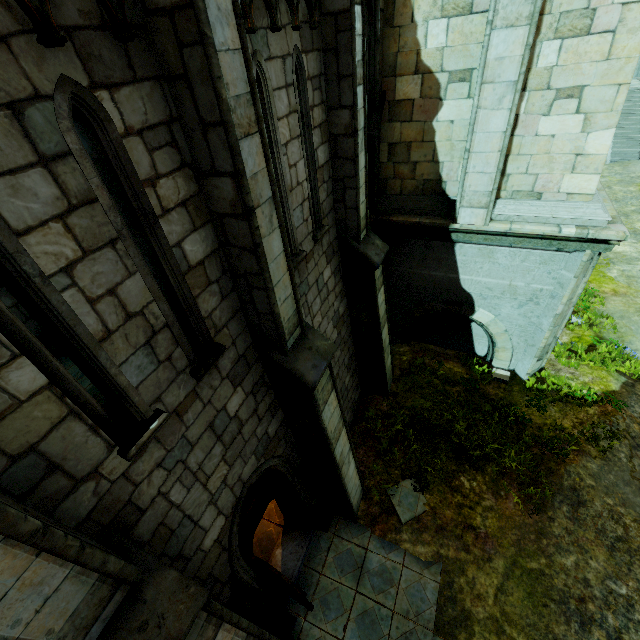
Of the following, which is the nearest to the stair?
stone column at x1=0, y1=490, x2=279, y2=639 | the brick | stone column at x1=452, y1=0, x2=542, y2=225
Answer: the brick

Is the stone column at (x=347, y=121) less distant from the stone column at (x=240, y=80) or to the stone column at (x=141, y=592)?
the stone column at (x=240, y=80)

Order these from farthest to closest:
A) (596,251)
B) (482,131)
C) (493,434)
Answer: (493,434) → (596,251) → (482,131)

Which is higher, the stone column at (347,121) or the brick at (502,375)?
the stone column at (347,121)

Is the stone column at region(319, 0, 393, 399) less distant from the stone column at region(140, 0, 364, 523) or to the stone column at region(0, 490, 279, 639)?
the stone column at region(140, 0, 364, 523)

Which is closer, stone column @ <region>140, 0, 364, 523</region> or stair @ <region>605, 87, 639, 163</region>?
stone column @ <region>140, 0, 364, 523</region>

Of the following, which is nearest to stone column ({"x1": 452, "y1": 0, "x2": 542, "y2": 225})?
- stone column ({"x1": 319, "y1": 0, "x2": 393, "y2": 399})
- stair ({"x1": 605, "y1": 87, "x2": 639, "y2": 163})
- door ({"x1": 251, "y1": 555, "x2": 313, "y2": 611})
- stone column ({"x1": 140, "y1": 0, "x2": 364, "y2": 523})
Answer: stone column ({"x1": 319, "y1": 0, "x2": 393, "y2": 399})

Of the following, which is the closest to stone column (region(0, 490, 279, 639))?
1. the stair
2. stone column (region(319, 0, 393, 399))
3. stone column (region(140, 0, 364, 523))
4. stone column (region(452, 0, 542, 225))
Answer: stone column (region(140, 0, 364, 523))
